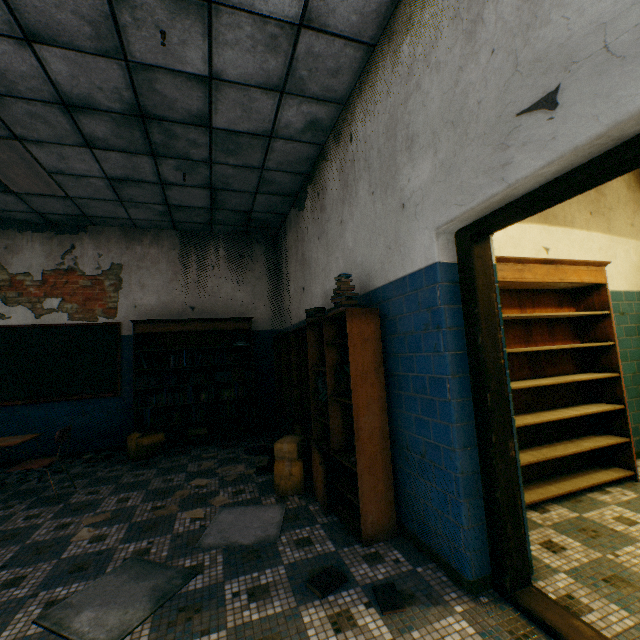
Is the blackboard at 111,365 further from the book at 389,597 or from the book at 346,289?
the book at 389,597

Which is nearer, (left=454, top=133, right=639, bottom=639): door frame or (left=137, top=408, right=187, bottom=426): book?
(left=454, top=133, right=639, bottom=639): door frame

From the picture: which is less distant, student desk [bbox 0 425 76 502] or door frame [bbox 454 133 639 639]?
door frame [bbox 454 133 639 639]

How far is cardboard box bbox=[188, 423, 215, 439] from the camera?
5.6m

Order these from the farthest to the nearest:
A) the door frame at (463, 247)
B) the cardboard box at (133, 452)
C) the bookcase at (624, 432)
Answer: the cardboard box at (133, 452) < the bookcase at (624, 432) < the door frame at (463, 247)

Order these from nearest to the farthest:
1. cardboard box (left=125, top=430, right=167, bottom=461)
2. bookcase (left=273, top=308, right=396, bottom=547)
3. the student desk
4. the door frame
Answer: the door frame, bookcase (left=273, top=308, right=396, bottom=547), the student desk, cardboard box (left=125, top=430, right=167, bottom=461)

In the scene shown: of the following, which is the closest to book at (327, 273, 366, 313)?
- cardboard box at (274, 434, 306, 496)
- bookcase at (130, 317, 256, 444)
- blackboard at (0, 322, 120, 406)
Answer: cardboard box at (274, 434, 306, 496)

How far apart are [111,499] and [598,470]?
5.2 meters
